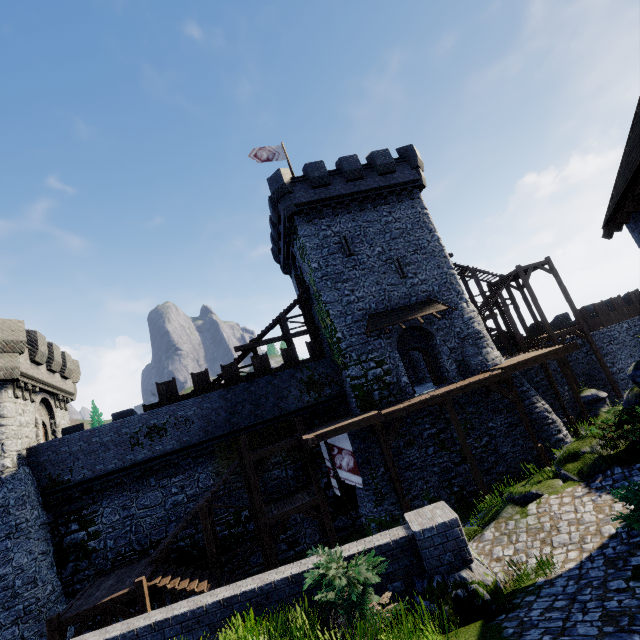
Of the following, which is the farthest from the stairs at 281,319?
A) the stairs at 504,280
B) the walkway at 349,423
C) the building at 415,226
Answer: the stairs at 504,280

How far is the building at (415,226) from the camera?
20.0 meters

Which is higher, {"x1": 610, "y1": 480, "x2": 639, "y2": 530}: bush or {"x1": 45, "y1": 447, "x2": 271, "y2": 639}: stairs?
{"x1": 610, "y1": 480, "x2": 639, "y2": 530}: bush

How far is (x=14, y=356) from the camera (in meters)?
16.73

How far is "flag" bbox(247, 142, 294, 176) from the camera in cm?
2421

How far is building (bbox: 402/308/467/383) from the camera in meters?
20.4 m

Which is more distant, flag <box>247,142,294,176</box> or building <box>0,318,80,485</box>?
flag <box>247,142,294,176</box>

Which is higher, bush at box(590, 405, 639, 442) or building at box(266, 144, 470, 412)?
building at box(266, 144, 470, 412)
